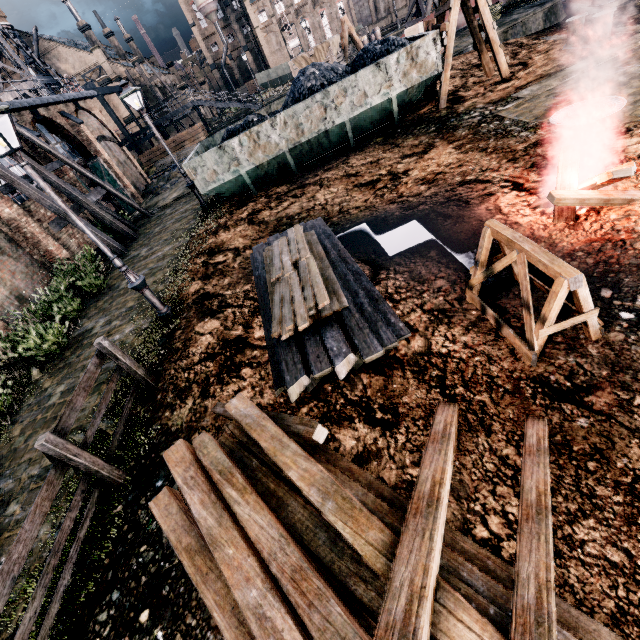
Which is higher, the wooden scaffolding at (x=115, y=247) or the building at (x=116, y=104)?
the building at (x=116, y=104)

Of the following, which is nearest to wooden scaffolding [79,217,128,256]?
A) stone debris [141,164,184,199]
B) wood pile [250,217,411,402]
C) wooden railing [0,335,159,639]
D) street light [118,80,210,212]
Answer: street light [118,80,210,212]

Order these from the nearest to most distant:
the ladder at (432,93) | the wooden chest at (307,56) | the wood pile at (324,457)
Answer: the wood pile at (324,457) → the ladder at (432,93) → the wooden chest at (307,56)

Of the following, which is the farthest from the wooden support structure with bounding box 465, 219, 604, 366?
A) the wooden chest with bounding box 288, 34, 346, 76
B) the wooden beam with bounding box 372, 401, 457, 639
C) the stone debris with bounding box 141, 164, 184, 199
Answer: the stone debris with bounding box 141, 164, 184, 199

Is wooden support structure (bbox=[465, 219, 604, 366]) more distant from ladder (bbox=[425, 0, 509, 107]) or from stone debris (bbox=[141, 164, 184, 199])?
stone debris (bbox=[141, 164, 184, 199])

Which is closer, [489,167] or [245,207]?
[489,167]

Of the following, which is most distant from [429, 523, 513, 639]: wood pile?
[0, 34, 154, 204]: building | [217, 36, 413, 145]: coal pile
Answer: [217, 36, 413, 145]: coal pile

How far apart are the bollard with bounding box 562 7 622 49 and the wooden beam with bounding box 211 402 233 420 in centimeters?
1634cm
